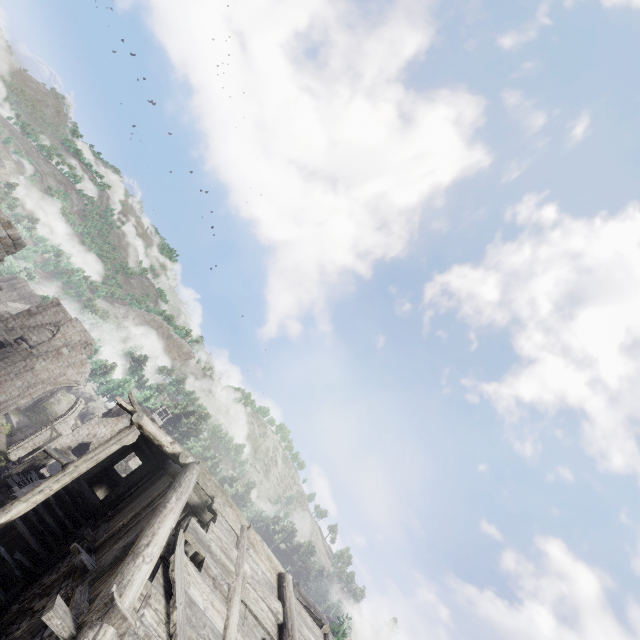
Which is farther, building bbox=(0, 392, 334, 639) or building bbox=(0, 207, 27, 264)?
building bbox=(0, 207, 27, 264)

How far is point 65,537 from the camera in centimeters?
1075cm

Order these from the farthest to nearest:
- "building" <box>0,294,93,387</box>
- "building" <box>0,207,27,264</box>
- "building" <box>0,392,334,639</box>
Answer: "building" <box>0,294,93,387</box>
"building" <box>0,207,27,264</box>
"building" <box>0,392,334,639</box>

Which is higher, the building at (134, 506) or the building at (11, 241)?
the building at (11, 241)

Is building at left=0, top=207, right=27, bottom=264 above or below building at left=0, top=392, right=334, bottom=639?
above

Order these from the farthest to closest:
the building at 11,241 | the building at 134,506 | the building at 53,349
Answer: the building at 53,349, the building at 11,241, the building at 134,506
